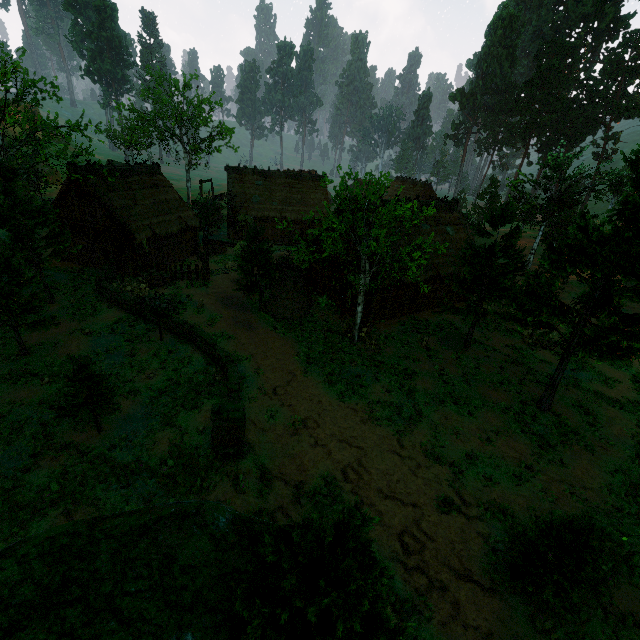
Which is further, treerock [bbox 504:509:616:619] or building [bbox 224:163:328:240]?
building [bbox 224:163:328:240]

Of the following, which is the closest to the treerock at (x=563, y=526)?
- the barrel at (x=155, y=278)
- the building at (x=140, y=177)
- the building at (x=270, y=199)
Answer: the building at (x=270, y=199)

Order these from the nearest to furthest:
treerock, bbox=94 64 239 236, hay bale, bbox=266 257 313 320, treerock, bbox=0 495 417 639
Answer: treerock, bbox=0 495 417 639, hay bale, bbox=266 257 313 320, treerock, bbox=94 64 239 236

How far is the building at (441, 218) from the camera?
22.48m

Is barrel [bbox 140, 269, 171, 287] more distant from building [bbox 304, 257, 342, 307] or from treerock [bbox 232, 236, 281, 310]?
building [bbox 304, 257, 342, 307]

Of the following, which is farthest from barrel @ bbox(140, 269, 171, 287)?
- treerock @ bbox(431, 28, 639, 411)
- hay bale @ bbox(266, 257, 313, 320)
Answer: hay bale @ bbox(266, 257, 313, 320)

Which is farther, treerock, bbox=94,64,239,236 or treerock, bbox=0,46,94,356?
treerock, bbox=94,64,239,236

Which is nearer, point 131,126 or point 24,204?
point 24,204
